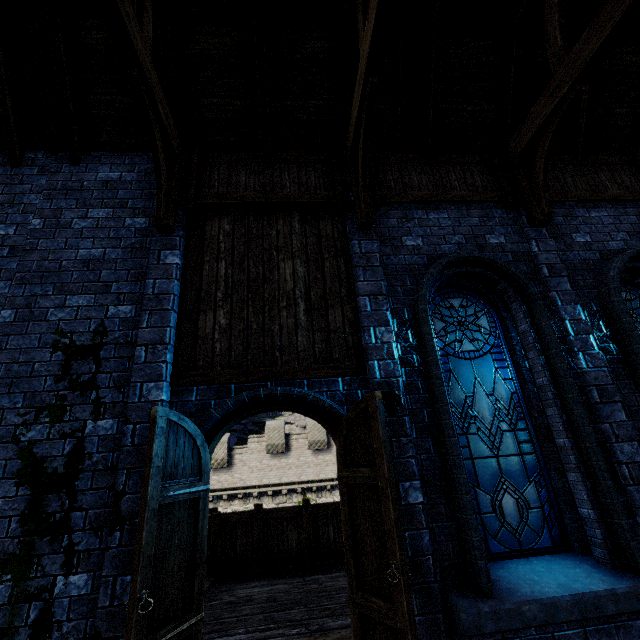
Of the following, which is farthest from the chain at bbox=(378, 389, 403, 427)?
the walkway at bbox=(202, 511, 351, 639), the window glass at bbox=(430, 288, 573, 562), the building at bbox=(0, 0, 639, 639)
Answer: the walkway at bbox=(202, 511, 351, 639)

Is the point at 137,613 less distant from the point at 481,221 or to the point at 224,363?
the point at 224,363

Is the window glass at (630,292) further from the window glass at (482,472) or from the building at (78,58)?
the window glass at (482,472)

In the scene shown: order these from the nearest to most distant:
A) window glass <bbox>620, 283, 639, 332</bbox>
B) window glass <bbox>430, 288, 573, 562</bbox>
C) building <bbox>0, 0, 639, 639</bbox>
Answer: building <bbox>0, 0, 639, 639</bbox>, window glass <bbox>430, 288, 573, 562</bbox>, window glass <bbox>620, 283, 639, 332</bbox>

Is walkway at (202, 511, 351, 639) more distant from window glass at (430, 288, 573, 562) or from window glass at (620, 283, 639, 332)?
window glass at (620, 283, 639, 332)

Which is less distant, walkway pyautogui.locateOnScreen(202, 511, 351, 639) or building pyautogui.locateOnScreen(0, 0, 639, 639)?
building pyautogui.locateOnScreen(0, 0, 639, 639)

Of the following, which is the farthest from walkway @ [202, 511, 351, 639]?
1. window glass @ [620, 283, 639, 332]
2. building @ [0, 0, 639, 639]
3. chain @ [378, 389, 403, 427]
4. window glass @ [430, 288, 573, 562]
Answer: window glass @ [620, 283, 639, 332]

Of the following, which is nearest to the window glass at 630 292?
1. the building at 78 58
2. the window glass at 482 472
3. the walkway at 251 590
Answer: the building at 78 58
